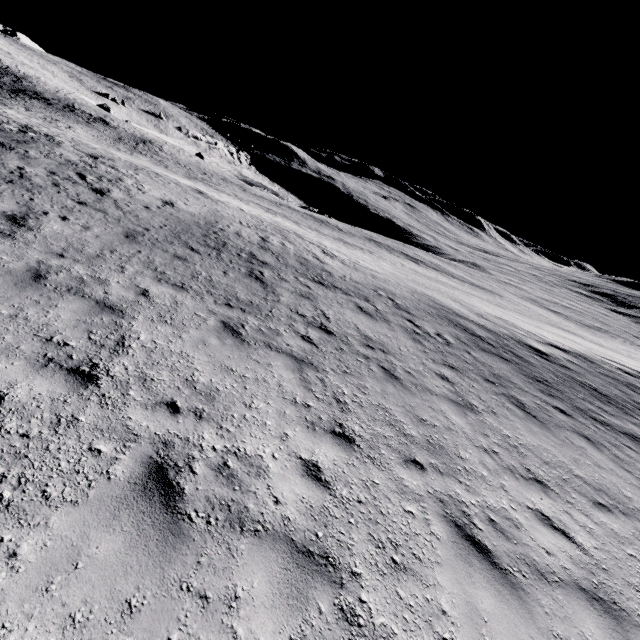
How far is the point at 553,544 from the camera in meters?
4.9 m
